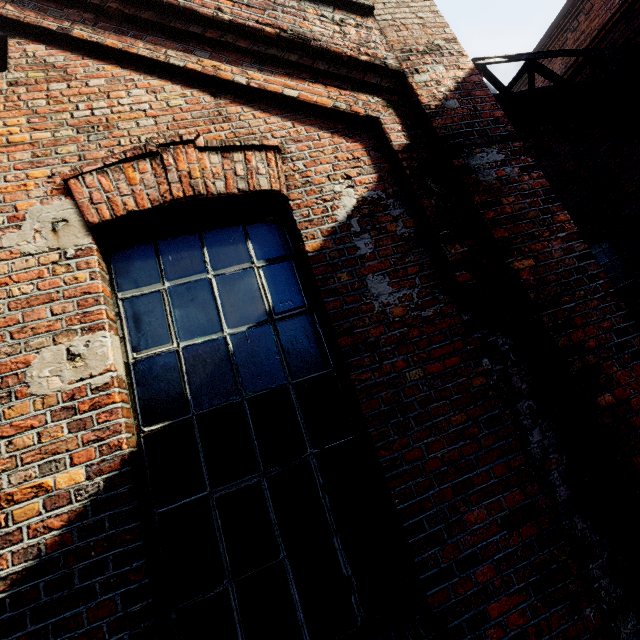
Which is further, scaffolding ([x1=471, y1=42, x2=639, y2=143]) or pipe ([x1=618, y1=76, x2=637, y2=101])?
pipe ([x1=618, y1=76, x2=637, y2=101])

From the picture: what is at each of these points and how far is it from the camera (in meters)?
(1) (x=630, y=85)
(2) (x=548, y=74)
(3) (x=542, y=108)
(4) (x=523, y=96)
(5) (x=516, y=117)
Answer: (1) pipe, 5.83
(2) scaffolding, 5.15
(3) pipe, 5.50
(4) pipe, 5.35
(5) pipe, 5.11

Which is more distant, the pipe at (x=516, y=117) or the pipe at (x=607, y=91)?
the pipe at (x=607, y=91)

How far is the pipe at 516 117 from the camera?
5.05m

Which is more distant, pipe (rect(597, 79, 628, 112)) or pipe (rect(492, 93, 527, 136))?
pipe (rect(597, 79, 628, 112))

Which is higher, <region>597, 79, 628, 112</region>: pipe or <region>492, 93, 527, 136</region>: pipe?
<region>597, 79, 628, 112</region>: pipe

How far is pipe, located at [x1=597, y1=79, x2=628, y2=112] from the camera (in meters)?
5.70
